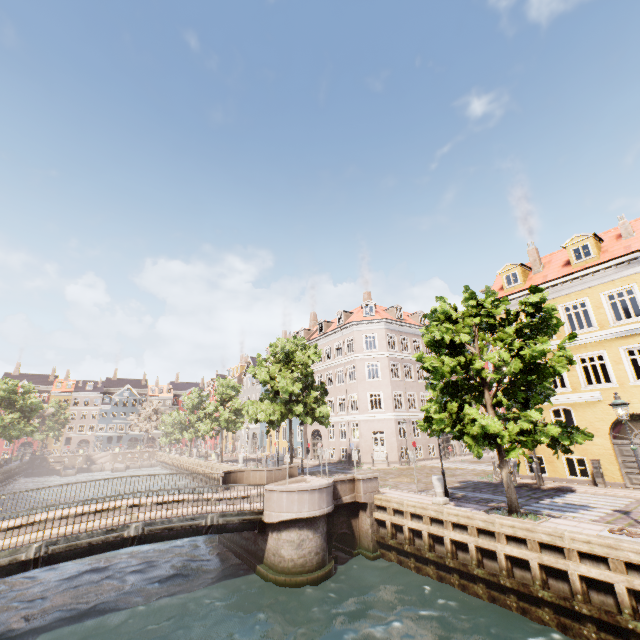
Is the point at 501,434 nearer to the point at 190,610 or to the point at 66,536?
the point at 190,610

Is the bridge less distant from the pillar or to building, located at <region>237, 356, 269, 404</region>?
the pillar

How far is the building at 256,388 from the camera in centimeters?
5222cm

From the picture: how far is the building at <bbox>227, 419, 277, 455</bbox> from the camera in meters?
44.8 m

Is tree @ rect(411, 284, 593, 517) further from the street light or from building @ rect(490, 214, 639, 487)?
building @ rect(490, 214, 639, 487)

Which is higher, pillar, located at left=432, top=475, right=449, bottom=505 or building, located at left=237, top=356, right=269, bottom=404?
building, located at left=237, top=356, right=269, bottom=404
